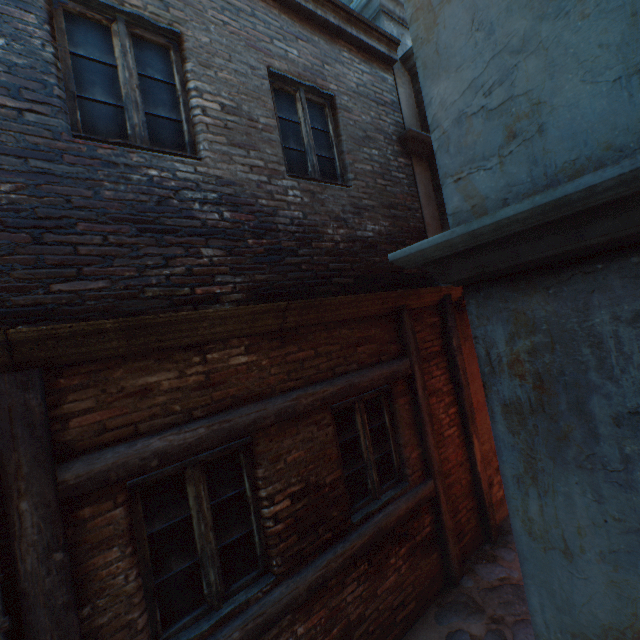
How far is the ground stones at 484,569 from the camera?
4.29m

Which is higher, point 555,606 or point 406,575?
point 555,606

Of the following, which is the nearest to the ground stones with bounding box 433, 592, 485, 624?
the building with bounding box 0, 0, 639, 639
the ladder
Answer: the building with bounding box 0, 0, 639, 639

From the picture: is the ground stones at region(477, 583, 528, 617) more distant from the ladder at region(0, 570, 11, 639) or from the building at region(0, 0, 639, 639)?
the ladder at region(0, 570, 11, 639)

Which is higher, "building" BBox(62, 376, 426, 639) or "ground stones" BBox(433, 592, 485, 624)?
"building" BBox(62, 376, 426, 639)

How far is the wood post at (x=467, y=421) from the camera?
4.9 meters
